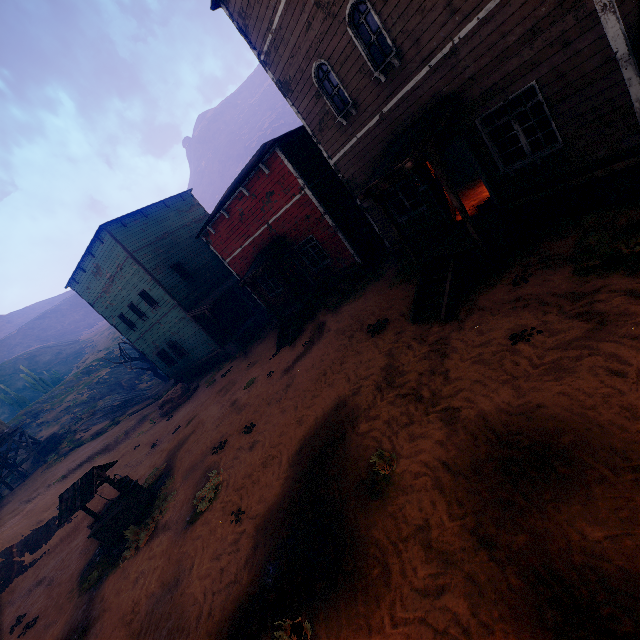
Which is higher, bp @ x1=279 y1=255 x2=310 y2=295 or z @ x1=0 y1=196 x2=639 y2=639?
bp @ x1=279 y1=255 x2=310 y2=295

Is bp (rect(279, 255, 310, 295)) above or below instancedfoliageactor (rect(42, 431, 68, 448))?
below

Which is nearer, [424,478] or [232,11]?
[424,478]

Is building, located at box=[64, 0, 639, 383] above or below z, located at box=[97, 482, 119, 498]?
above

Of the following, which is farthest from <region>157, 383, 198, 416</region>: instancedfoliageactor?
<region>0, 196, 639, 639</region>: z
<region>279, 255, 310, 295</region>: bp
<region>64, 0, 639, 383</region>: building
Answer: <region>279, 255, 310, 295</region>: bp

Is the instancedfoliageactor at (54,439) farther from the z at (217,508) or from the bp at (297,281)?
the bp at (297,281)

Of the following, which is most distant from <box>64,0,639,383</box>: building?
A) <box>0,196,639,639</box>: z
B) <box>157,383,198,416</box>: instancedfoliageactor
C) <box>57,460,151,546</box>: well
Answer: <box>57,460,151,546</box>: well

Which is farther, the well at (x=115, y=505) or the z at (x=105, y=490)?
the z at (x=105, y=490)
